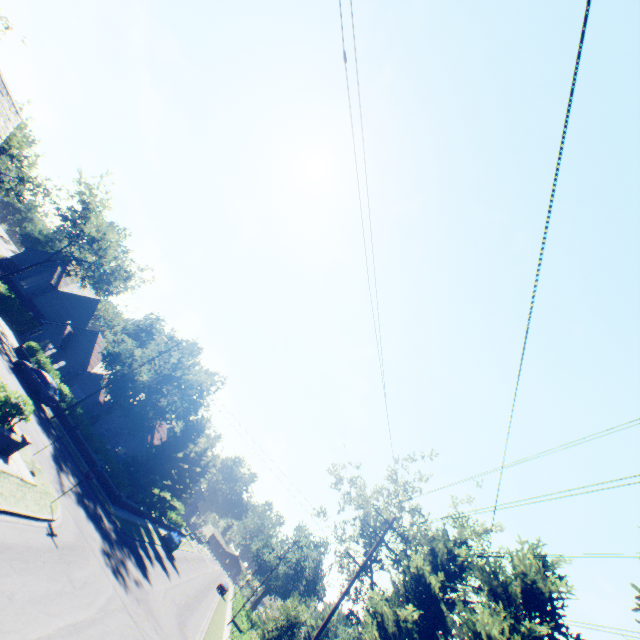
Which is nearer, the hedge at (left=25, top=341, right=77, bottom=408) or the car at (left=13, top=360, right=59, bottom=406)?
the car at (left=13, top=360, right=59, bottom=406)

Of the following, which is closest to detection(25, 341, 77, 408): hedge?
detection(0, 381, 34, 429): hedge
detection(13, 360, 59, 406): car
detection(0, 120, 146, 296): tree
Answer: detection(0, 120, 146, 296): tree

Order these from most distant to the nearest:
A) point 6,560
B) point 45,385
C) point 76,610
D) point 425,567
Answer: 1. point 45,385
2. point 425,567
3. point 76,610
4. point 6,560

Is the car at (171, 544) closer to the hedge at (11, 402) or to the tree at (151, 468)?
the tree at (151, 468)

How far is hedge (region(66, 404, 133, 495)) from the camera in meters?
28.1

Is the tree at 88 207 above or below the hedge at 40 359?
above

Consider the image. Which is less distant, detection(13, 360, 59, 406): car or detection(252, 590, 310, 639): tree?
detection(252, 590, 310, 639): tree

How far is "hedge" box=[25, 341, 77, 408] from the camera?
31.2 meters
